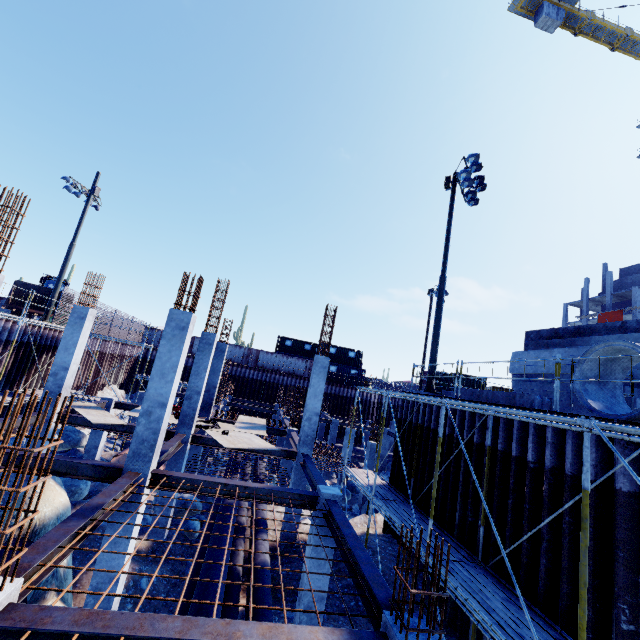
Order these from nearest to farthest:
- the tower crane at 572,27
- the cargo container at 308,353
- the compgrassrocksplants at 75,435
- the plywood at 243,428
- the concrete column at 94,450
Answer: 1. the plywood at 243,428
2. the concrete column at 94,450
3. the compgrassrocksplants at 75,435
4. the tower crane at 572,27
5. the cargo container at 308,353

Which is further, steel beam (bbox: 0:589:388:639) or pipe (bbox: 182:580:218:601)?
pipe (bbox: 182:580:218:601)

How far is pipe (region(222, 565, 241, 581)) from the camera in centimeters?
810cm

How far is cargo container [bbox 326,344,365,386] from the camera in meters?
→ 41.7 m

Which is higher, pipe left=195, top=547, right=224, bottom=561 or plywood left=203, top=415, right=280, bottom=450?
plywood left=203, top=415, right=280, bottom=450

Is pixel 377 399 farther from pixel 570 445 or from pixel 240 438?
pixel 570 445

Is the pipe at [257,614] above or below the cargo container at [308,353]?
below

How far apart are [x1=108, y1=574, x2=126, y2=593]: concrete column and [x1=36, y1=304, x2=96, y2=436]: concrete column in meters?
6.2
